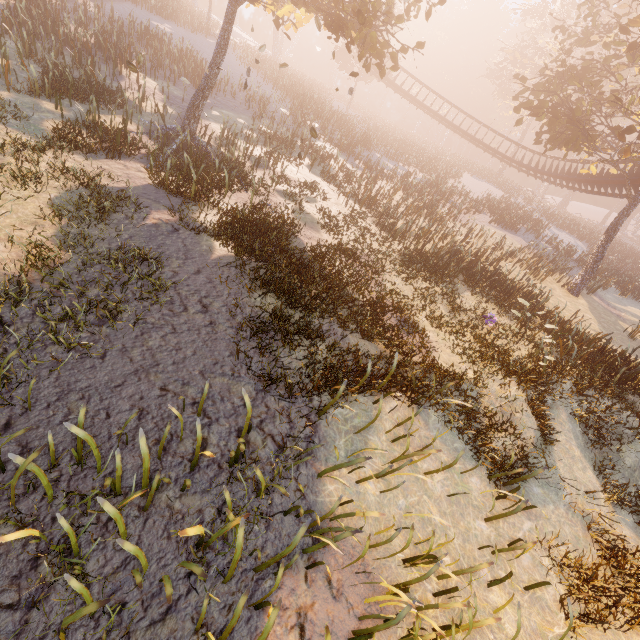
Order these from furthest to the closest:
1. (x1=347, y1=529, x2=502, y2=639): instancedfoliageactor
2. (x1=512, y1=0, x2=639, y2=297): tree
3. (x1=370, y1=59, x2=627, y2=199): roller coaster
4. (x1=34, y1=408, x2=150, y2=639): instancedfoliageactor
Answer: (x1=370, y1=59, x2=627, y2=199): roller coaster
(x1=512, y1=0, x2=639, y2=297): tree
(x1=347, y1=529, x2=502, y2=639): instancedfoliageactor
(x1=34, y1=408, x2=150, y2=639): instancedfoliageactor

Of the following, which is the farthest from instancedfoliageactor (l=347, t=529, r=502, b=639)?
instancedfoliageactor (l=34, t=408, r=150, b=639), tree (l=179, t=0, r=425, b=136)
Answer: tree (l=179, t=0, r=425, b=136)

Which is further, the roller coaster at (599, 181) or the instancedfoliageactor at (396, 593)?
the roller coaster at (599, 181)

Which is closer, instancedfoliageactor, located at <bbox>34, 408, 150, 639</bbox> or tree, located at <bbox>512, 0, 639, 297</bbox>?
instancedfoliageactor, located at <bbox>34, 408, 150, 639</bbox>

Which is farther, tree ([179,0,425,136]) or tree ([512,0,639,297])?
tree ([512,0,639,297])

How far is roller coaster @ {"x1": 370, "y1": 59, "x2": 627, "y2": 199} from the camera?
→ 21.9 meters

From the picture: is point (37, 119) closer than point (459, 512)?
No

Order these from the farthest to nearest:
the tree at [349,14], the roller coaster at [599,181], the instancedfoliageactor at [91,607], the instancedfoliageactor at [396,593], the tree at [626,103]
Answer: the roller coaster at [599,181] < the tree at [626,103] < the tree at [349,14] < the instancedfoliageactor at [396,593] < the instancedfoliageactor at [91,607]
